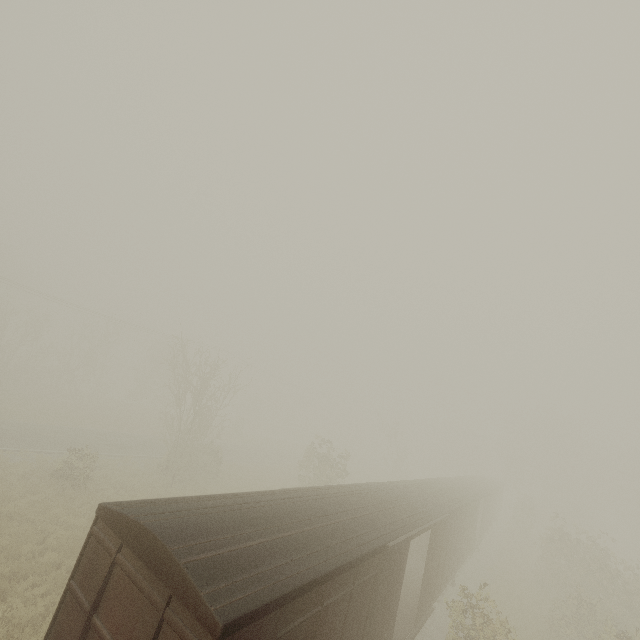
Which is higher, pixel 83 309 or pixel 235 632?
pixel 83 309
